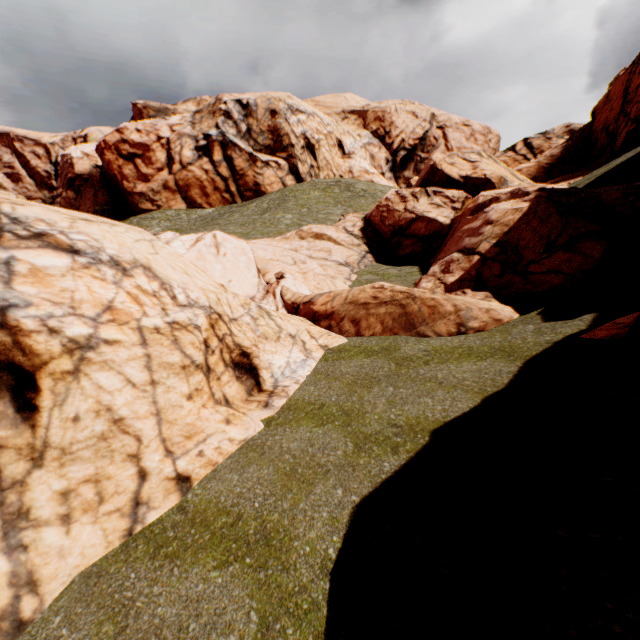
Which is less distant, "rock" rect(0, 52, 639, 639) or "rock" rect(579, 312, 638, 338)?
"rock" rect(0, 52, 639, 639)

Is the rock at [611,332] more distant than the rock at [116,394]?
Yes

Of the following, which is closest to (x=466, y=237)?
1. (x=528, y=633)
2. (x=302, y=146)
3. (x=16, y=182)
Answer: (x=528, y=633)
